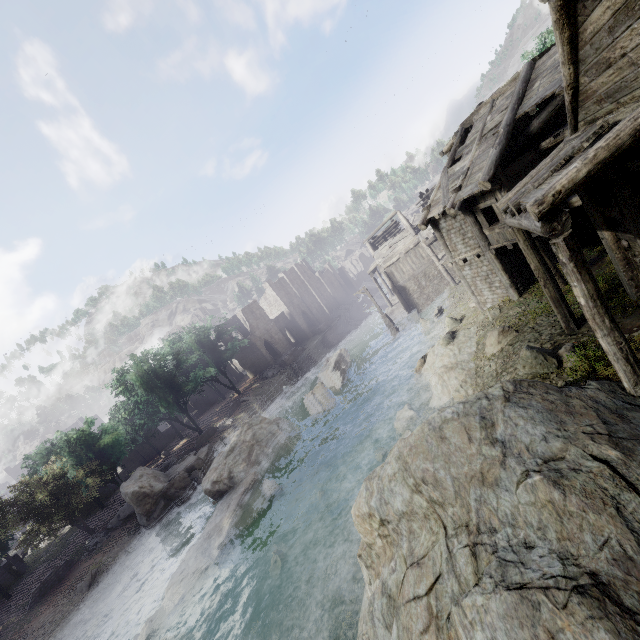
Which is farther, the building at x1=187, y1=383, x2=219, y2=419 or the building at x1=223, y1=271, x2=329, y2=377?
the building at x1=187, y1=383, x2=219, y2=419

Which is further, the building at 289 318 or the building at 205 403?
the building at 205 403

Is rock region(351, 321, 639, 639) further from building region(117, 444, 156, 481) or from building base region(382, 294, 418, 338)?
building base region(382, 294, 418, 338)

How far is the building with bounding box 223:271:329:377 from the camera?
49.3m

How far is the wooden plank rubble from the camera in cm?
3755

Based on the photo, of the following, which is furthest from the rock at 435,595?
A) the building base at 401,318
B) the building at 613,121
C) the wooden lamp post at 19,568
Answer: the wooden lamp post at 19,568

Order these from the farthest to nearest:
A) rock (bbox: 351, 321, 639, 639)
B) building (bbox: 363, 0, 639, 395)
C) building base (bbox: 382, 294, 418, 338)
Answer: building base (bbox: 382, 294, 418, 338)
building (bbox: 363, 0, 639, 395)
rock (bbox: 351, 321, 639, 639)

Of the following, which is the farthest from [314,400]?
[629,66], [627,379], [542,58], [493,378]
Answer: [629,66]
